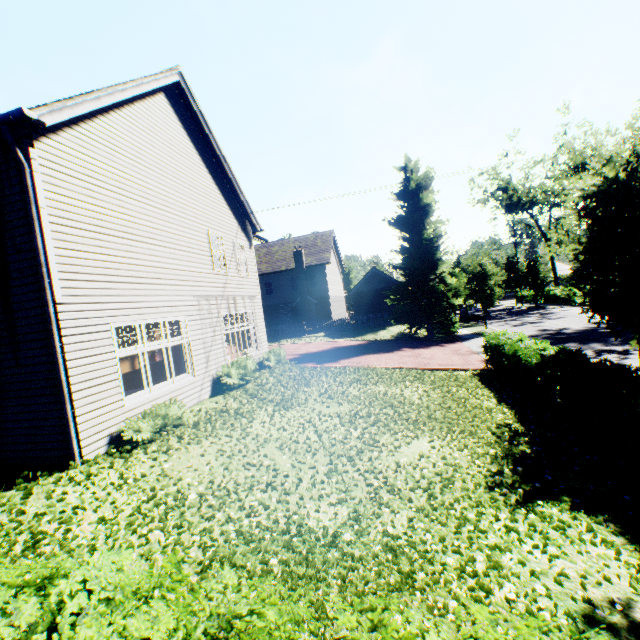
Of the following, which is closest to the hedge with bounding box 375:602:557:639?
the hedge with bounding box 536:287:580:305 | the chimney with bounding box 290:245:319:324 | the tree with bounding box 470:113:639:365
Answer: the tree with bounding box 470:113:639:365

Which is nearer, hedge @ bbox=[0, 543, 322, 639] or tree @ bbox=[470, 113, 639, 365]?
hedge @ bbox=[0, 543, 322, 639]

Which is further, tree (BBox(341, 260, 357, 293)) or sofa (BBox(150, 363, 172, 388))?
tree (BBox(341, 260, 357, 293))

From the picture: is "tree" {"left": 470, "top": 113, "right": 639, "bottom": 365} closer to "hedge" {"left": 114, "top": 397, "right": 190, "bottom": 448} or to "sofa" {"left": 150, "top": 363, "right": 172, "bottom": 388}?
"hedge" {"left": 114, "top": 397, "right": 190, "bottom": 448}

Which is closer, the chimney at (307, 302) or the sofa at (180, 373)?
the sofa at (180, 373)

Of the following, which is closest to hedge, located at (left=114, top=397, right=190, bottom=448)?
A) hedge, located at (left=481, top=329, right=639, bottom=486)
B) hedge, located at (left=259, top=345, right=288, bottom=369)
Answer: hedge, located at (left=481, top=329, right=639, bottom=486)

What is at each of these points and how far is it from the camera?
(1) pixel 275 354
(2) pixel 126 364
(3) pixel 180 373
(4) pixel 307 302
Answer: (1) hedge, 15.8m
(2) staircase, 8.1m
(3) sofa, 14.5m
(4) chimney, 33.6m

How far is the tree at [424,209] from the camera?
24.4 meters
